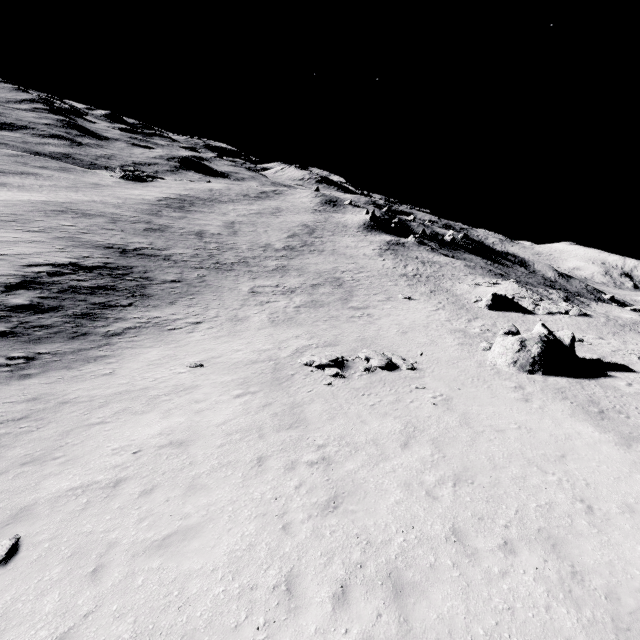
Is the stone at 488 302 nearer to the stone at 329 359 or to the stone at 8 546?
the stone at 329 359

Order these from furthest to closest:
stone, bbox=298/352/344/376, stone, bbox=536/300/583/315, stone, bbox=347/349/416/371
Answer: stone, bbox=536/300/583/315 → stone, bbox=347/349/416/371 → stone, bbox=298/352/344/376

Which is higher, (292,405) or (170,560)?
(170,560)

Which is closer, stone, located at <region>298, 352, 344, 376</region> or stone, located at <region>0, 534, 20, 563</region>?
stone, located at <region>0, 534, 20, 563</region>

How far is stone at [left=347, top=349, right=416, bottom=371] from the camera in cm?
1905

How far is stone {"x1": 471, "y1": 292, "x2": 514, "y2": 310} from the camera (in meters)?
39.50

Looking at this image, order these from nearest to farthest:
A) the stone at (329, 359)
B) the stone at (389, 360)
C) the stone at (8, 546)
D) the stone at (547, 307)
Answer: the stone at (8, 546), the stone at (329, 359), the stone at (389, 360), the stone at (547, 307)

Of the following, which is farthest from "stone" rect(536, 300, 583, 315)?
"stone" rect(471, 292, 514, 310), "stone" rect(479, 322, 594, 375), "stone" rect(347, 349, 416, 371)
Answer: "stone" rect(347, 349, 416, 371)
